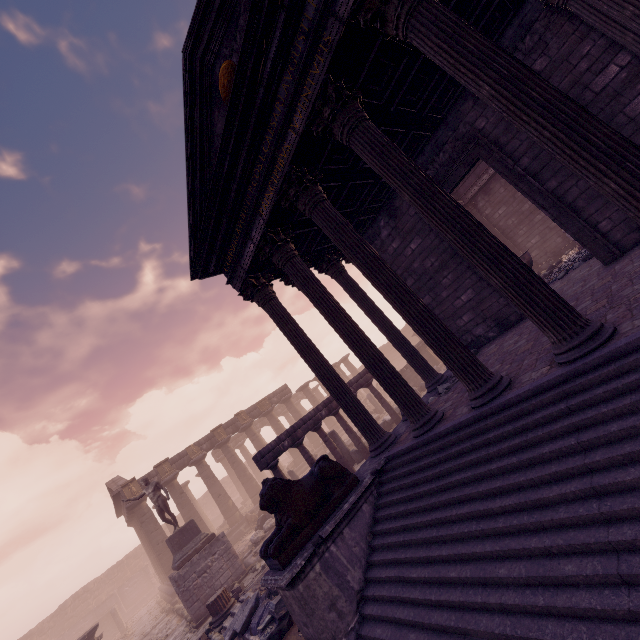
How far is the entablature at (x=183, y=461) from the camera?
23.0m

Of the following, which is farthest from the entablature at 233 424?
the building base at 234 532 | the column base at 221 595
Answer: the column base at 221 595

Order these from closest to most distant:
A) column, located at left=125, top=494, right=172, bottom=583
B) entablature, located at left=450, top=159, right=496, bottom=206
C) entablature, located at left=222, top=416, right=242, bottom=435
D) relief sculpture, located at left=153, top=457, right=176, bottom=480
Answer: entablature, located at left=450, top=159, right=496, bottom=206 < column, located at left=125, top=494, right=172, bottom=583 < relief sculpture, located at left=153, top=457, right=176, bottom=480 < entablature, located at left=222, top=416, right=242, bottom=435

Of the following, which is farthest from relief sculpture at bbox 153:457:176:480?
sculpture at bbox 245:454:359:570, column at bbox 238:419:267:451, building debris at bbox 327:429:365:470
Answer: sculpture at bbox 245:454:359:570

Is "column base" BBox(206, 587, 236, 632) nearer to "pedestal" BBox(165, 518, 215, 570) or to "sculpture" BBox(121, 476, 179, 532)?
"pedestal" BBox(165, 518, 215, 570)

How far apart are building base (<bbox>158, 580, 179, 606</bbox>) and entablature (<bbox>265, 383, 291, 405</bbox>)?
5.3 meters

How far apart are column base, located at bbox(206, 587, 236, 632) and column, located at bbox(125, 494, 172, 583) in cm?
1412

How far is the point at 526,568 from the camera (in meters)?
3.00
